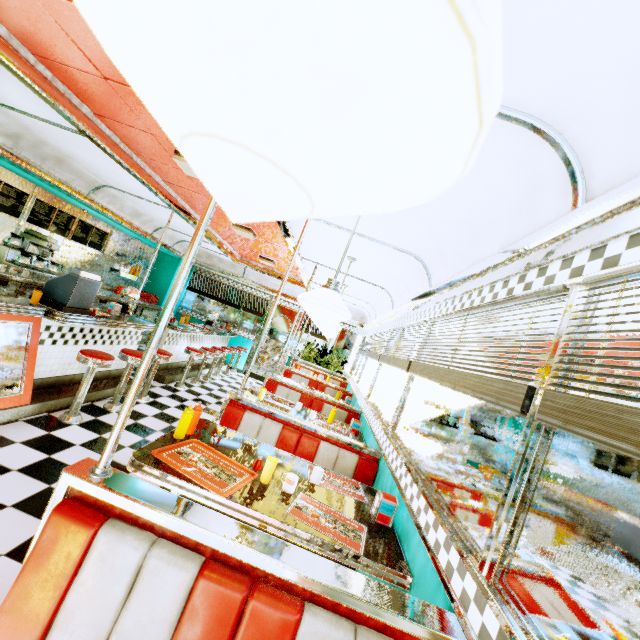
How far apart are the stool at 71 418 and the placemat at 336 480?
2.7m

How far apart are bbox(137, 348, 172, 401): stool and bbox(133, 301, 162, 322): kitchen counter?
2.2m

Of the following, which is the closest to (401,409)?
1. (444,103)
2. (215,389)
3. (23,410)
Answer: (444,103)

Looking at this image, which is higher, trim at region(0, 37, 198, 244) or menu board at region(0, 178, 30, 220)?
trim at region(0, 37, 198, 244)

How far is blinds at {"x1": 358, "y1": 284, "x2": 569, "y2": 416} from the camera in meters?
1.4

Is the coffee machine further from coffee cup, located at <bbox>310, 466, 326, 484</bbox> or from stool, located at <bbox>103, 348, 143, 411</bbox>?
coffee cup, located at <bbox>310, 466, 326, 484</bbox>

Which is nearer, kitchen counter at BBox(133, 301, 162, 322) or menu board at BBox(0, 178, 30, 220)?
menu board at BBox(0, 178, 30, 220)

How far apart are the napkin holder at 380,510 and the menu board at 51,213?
7.2 meters
